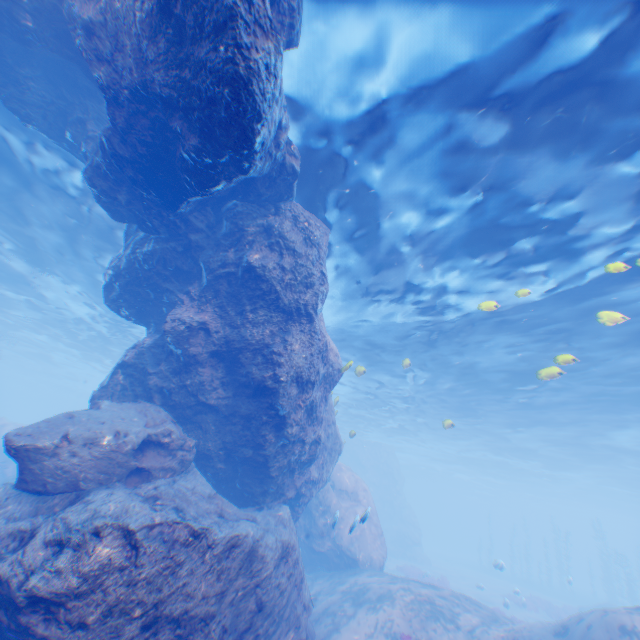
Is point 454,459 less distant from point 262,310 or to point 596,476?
point 596,476

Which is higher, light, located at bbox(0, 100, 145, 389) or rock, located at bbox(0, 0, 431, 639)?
light, located at bbox(0, 100, 145, 389)

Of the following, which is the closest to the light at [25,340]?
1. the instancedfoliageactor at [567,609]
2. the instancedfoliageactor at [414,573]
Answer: the instancedfoliageactor at [414,573]

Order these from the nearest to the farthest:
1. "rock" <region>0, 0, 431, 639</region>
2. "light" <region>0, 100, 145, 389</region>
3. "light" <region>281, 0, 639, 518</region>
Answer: "rock" <region>0, 0, 431, 639</region>
"light" <region>281, 0, 639, 518</region>
"light" <region>0, 100, 145, 389</region>

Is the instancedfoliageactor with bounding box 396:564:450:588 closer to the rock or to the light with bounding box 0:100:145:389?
the rock

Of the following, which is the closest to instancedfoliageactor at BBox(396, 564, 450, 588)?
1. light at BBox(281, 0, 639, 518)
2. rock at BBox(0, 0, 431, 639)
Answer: rock at BBox(0, 0, 431, 639)

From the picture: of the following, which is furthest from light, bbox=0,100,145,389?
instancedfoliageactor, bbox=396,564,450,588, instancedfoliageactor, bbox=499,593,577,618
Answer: instancedfoliageactor, bbox=499,593,577,618

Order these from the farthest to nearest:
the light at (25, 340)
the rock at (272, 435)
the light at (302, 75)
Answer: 1. the light at (25, 340)
2. the light at (302, 75)
3. the rock at (272, 435)
